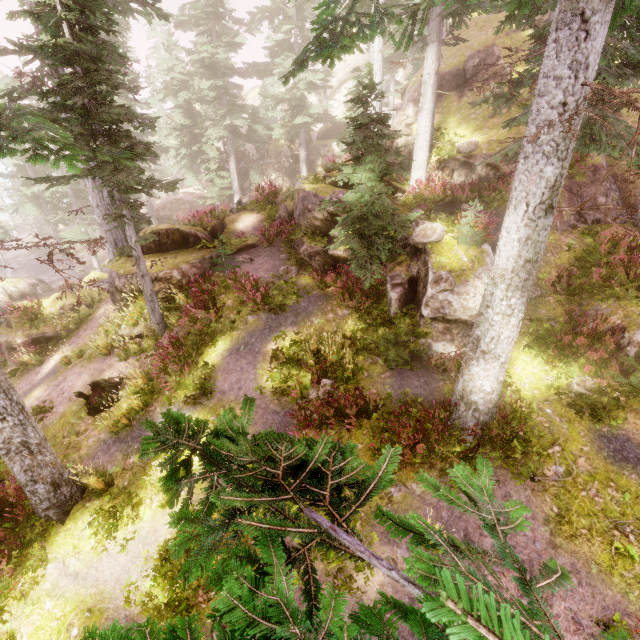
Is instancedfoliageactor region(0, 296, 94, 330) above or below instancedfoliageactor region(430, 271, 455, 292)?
below

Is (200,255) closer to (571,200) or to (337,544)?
(337,544)

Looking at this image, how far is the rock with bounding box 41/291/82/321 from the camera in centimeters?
1666cm

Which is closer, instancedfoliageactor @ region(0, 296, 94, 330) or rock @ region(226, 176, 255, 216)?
instancedfoliageactor @ region(0, 296, 94, 330)

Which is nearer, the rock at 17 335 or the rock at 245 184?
the rock at 17 335

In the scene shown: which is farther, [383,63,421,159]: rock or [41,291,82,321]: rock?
[41,291,82,321]: rock

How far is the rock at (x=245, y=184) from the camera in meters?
19.7 m

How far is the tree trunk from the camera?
10.14m
